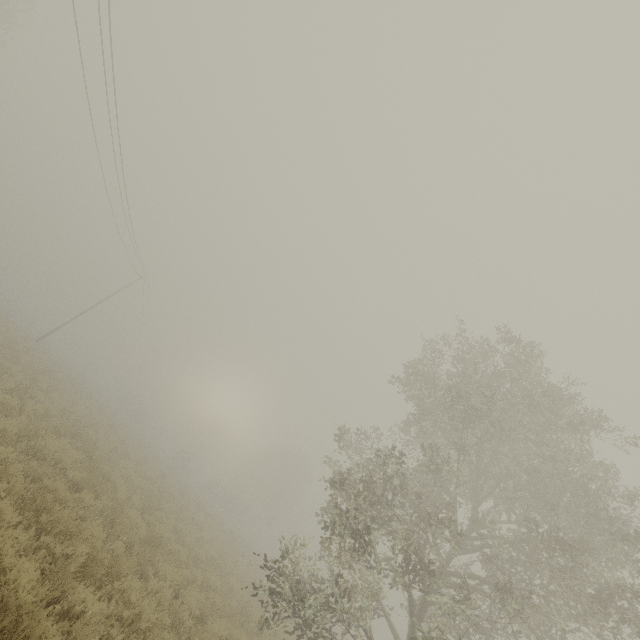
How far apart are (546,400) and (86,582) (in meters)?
17.85
